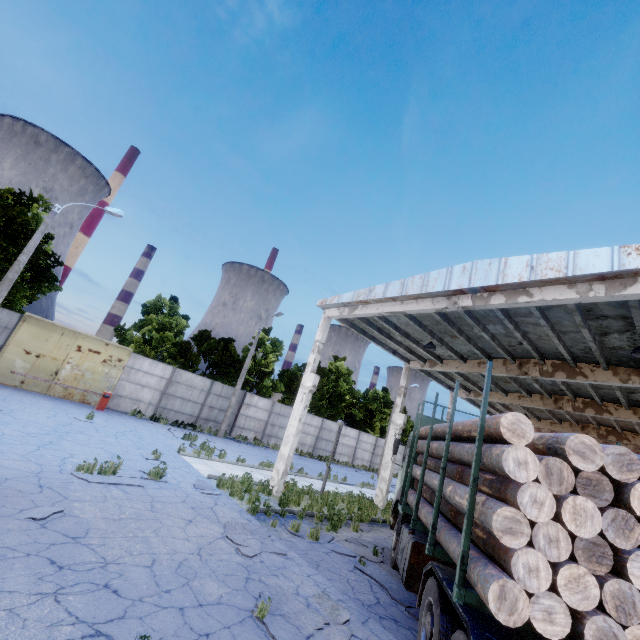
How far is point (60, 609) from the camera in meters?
3.8 m

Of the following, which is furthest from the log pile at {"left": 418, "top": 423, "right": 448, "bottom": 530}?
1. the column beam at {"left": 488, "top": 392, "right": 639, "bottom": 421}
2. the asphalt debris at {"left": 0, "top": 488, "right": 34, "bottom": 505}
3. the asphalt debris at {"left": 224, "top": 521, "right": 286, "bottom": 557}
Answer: the column beam at {"left": 488, "top": 392, "right": 639, "bottom": 421}

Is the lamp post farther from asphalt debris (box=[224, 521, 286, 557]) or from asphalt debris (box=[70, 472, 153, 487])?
asphalt debris (box=[224, 521, 286, 557])

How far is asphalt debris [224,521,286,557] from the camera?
6.85m

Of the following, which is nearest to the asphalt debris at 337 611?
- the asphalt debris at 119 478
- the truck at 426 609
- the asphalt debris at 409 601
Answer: the truck at 426 609

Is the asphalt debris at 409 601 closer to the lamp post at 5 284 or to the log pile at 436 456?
the log pile at 436 456

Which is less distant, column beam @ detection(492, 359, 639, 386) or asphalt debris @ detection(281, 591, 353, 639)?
asphalt debris @ detection(281, 591, 353, 639)

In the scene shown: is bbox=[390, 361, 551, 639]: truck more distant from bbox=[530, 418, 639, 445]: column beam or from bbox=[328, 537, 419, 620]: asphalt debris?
bbox=[530, 418, 639, 445]: column beam
